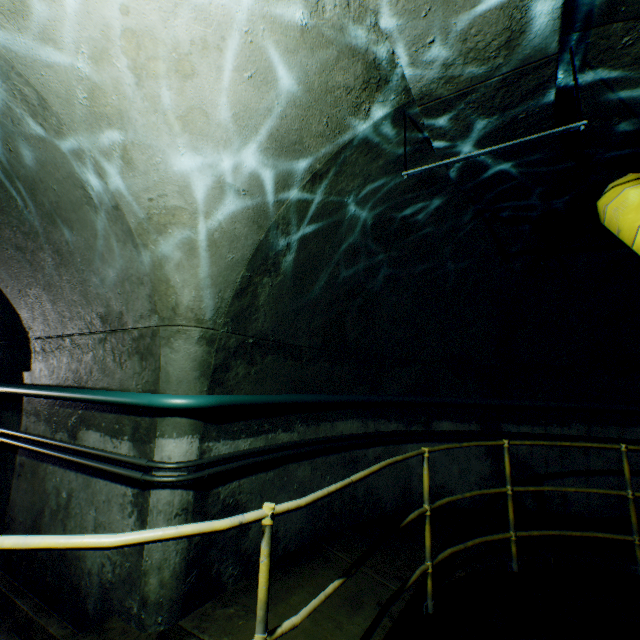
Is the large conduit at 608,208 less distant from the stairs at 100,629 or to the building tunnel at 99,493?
the building tunnel at 99,493

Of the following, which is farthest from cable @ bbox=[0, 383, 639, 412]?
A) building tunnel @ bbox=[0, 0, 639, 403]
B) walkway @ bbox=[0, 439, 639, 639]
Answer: walkway @ bbox=[0, 439, 639, 639]

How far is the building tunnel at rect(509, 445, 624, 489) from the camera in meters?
4.8

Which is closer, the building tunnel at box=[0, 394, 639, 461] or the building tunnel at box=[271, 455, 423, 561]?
the building tunnel at box=[0, 394, 639, 461]

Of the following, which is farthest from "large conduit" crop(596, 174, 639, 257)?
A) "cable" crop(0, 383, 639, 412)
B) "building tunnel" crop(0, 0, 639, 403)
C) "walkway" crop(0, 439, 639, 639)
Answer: "cable" crop(0, 383, 639, 412)

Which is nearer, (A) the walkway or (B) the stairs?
(A) the walkway

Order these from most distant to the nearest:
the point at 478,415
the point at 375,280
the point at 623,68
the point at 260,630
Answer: the point at 478,415
the point at 375,280
the point at 623,68
the point at 260,630
